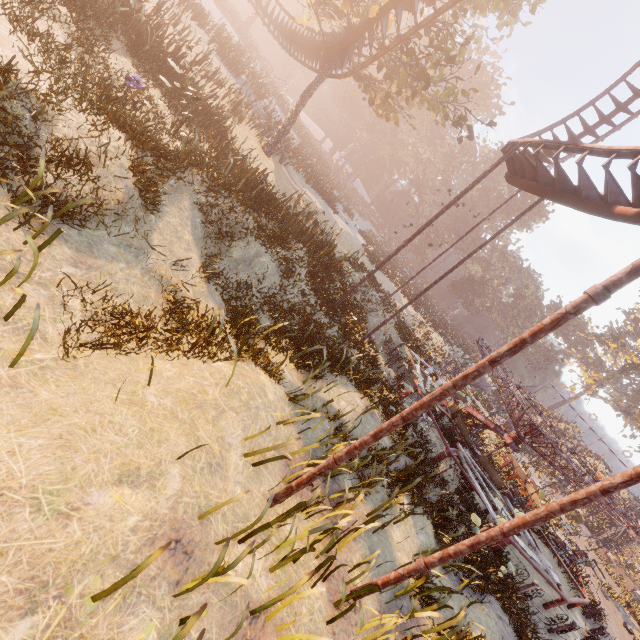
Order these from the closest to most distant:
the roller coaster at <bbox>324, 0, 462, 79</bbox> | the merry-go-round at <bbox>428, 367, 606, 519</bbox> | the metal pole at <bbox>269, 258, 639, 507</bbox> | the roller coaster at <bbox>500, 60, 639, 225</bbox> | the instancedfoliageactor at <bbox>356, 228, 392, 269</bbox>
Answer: the metal pole at <bbox>269, 258, 639, 507</bbox>, the roller coaster at <bbox>500, 60, 639, 225</bbox>, the merry-go-round at <bbox>428, 367, 606, 519</bbox>, the roller coaster at <bbox>324, 0, 462, 79</bbox>, the instancedfoliageactor at <bbox>356, 228, 392, 269</bbox>

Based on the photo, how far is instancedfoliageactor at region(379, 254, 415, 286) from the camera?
32.0m

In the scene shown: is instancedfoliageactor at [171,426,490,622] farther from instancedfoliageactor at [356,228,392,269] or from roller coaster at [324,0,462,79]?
instancedfoliageactor at [356,228,392,269]

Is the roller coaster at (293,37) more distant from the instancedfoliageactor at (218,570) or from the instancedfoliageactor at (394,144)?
the instancedfoliageactor at (394,144)

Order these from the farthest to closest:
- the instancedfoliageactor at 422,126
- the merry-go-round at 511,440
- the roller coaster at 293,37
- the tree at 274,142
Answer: the instancedfoliageactor at 422,126 → the roller coaster at 293,37 → the tree at 274,142 → the merry-go-round at 511,440

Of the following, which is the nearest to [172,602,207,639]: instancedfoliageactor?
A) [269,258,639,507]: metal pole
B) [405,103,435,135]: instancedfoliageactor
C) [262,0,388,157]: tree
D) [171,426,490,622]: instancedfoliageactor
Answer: [269,258,639,507]: metal pole

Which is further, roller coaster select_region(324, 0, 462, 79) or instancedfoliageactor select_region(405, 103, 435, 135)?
instancedfoliageactor select_region(405, 103, 435, 135)

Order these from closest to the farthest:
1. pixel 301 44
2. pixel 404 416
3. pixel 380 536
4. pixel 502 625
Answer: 1. pixel 404 416
2. pixel 380 536
3. pixel 502 625
4. pixel 301 44
